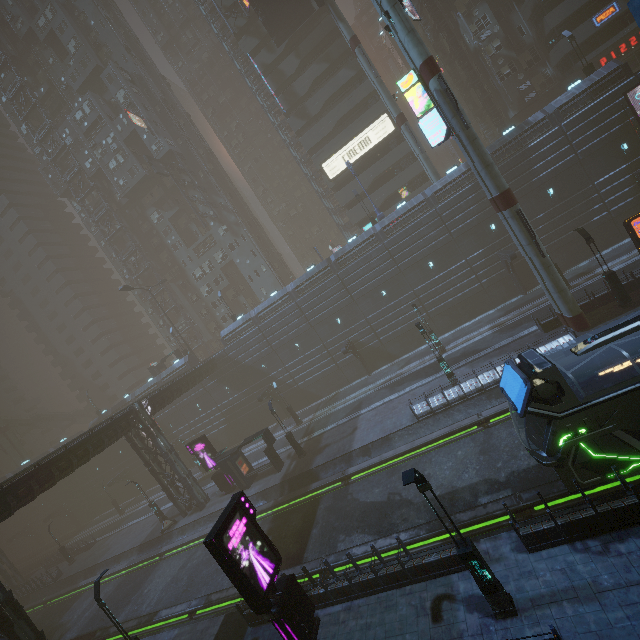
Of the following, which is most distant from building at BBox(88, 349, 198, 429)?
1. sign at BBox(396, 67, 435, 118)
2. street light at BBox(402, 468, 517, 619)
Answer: street light at BBox(402, 468, 517, 619)

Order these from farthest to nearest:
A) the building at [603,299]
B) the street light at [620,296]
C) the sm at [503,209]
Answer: the building at [603,299] → the street light at [620,296] → the sm at [503,209]

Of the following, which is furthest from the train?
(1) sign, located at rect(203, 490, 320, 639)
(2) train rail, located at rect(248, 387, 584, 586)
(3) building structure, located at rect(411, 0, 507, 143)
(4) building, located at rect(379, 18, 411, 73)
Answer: (4) building, located at rect(379, 18, 411, 73)

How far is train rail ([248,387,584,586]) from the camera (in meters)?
13.77

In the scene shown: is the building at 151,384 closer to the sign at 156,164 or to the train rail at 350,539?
the train rail at 350,539

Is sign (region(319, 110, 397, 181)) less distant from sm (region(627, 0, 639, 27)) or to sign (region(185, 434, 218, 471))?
sm (region(627, 0, 639, 27))

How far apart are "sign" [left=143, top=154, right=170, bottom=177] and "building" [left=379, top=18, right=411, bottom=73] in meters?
45.9

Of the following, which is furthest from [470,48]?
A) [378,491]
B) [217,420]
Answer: [217,420]
